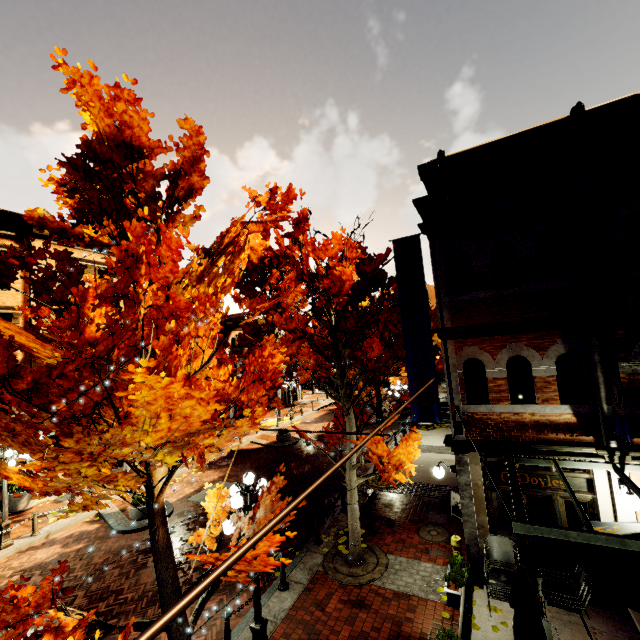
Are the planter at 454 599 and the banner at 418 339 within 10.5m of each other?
yes

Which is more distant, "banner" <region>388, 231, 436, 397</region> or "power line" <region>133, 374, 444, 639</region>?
"banner" <region>388, 231, 436, 397</region>

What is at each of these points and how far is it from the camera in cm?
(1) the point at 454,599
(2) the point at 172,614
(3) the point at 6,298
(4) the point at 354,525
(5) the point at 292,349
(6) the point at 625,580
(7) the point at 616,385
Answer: (1) planter, 646
(2) power line, 77
(3) building, 1541
(4) tree, 902
(5) tree, 855
(6) table, 498
(7) banner, 615

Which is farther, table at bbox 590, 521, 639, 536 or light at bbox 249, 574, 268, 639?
light at bbox 249, 574, 268, 639

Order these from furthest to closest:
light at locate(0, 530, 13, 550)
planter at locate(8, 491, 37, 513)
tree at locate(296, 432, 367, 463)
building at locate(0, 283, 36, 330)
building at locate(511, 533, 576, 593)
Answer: building at locate(0, 283, 36, 330), planter at locate(8, 491, 37, 513), light at locate(0, 530, 13, 550), tree at locate(296, 432, 367, 463), building at locate(511, 533, 576, 593)

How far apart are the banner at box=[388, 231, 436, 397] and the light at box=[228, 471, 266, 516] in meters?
4.0 m

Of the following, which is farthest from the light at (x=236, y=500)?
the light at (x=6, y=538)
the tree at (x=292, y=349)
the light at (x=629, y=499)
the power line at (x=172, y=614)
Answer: the light at (x=6, y=538)

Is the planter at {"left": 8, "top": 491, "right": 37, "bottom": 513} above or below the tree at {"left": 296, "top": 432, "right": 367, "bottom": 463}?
below
